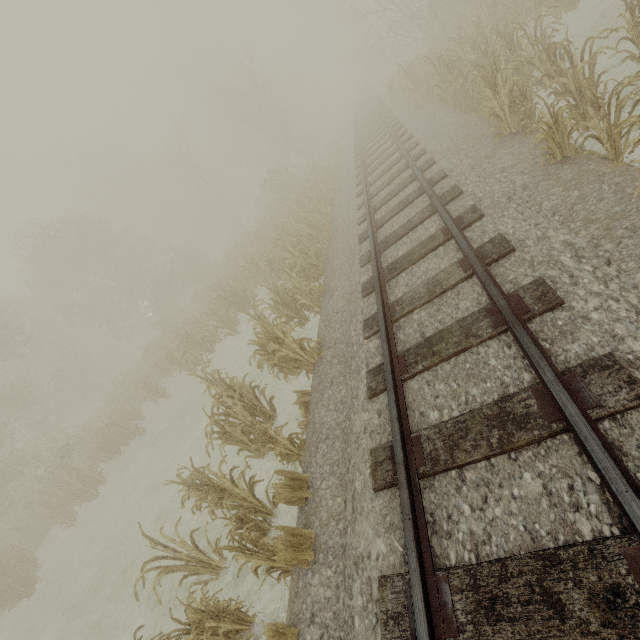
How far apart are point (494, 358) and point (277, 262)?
11.39m
